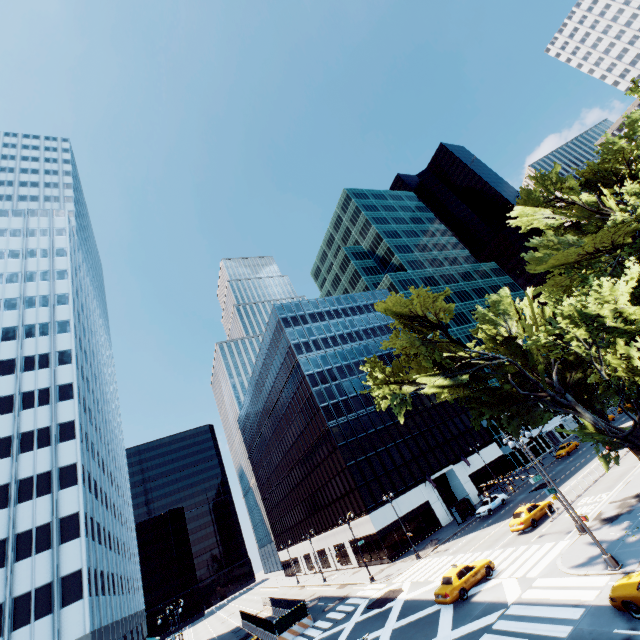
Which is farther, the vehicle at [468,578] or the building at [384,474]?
the building at [384,474]

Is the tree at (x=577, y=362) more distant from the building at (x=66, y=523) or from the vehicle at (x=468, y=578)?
the building at (x=66, y=523)

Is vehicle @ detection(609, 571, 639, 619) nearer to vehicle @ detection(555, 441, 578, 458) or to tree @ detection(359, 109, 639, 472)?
tree @ detection(359, 109, 639, 472)

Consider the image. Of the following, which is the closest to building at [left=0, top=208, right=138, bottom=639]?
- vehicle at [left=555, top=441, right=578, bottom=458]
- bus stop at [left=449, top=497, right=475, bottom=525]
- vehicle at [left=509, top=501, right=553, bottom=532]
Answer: vehicle at [left=509, top=501, right=553, bottom=532]

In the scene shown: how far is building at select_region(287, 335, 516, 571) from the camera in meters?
46.2 m

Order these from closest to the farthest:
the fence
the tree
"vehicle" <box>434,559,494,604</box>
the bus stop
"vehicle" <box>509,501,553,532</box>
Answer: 1. the tree
2. "vehicle" <box>434,559,494,604</box>
3. "vehicle" <box>509,501,553,532</box>
4. the fence
5. the bus stop

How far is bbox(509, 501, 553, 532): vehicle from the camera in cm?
2841

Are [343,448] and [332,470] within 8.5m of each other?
yes
